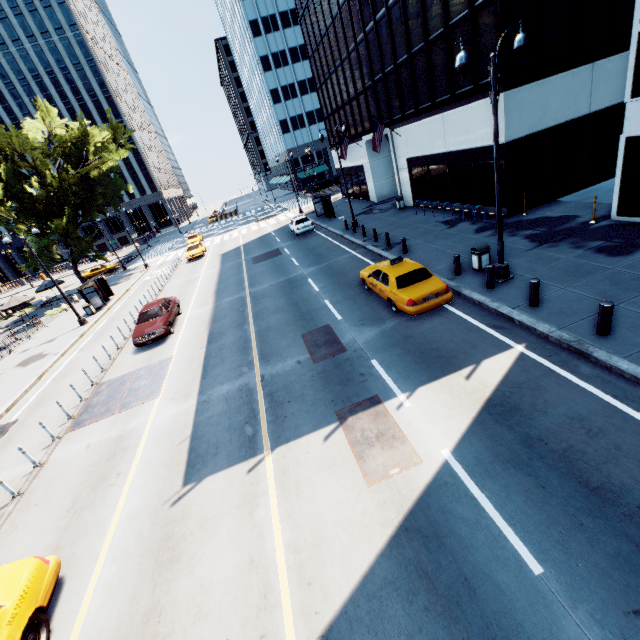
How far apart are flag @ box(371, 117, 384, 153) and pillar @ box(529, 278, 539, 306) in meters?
19.2 m

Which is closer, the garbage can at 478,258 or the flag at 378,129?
the garbage can at 478,258

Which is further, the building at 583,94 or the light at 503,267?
the building at 583,94

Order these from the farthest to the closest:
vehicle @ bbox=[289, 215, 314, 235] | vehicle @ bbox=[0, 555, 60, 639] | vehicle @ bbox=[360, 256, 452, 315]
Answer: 1. vehicle @ bbox=[289, 215, 314, 235]
2. vehicle @ bbox=[360, 256, 452, 315]
3. vehicle @ bbox=[0, 555, 60, 639]

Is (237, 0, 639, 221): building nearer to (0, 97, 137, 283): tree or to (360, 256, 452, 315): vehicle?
(360, 256, 452, 315): vehicle

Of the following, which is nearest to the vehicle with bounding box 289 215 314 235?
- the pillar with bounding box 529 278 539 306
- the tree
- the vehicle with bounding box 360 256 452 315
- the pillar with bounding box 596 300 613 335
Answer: the vehicle with bounding box 360 256 452 315

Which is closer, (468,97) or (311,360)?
(311,360)

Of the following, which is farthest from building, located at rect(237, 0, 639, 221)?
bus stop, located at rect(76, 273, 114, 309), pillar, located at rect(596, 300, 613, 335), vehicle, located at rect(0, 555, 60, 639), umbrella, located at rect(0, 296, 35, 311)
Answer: umbrella, located at rect(0, 296, 35, 311)
